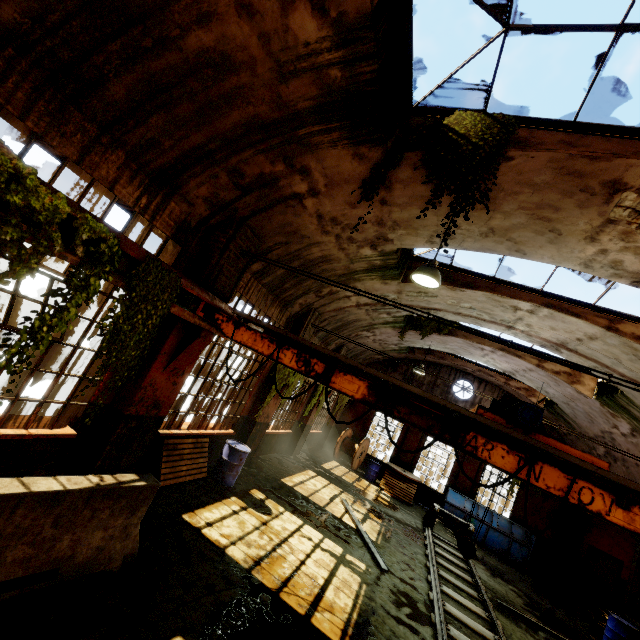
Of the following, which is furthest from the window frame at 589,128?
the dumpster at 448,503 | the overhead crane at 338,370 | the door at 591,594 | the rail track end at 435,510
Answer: the door at 591,594

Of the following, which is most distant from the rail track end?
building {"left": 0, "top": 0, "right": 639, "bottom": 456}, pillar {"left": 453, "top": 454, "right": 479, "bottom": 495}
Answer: building {"left": 0, "top": 0, "right": 639, "bottom": 456}

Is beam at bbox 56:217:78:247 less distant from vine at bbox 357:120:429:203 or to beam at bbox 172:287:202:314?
beam at bbox 172:287:202:314

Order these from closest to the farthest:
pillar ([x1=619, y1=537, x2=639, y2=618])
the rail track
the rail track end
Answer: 1. the rail track
2. pillar ([x1=619, y1=537, x2=639, y2=618])
3. the rail track end

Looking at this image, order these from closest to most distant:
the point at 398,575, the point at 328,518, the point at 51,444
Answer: the point at 51,444 < the point at 398,575 < the point at 328,518

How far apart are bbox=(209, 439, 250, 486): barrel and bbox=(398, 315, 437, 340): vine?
7.18m

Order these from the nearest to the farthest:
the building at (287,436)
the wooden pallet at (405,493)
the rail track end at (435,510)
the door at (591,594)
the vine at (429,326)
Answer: the building at (287,436)
the rail track end at (435,510)
the vine at (429,326)
the door at (591,594)
the wooden pallet at (405,493)

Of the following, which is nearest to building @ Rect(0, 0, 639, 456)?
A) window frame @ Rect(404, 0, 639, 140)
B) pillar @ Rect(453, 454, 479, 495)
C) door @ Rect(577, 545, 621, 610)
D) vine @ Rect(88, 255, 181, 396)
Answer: window frame @ Rect(404, 0, 639, 140)
